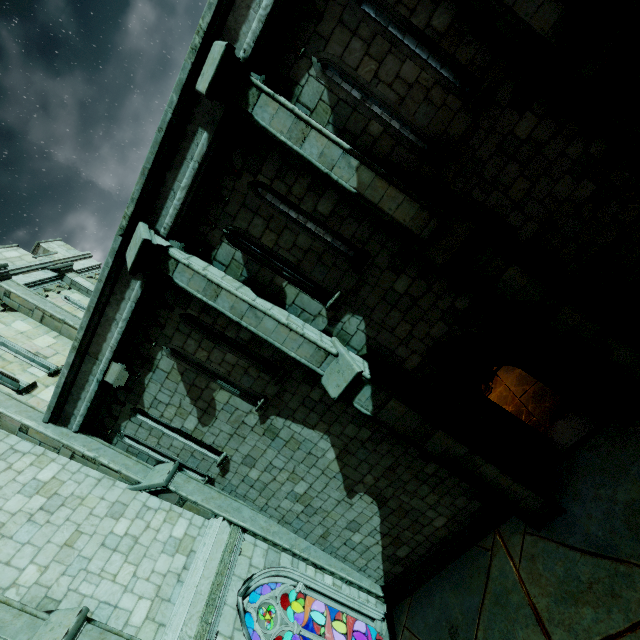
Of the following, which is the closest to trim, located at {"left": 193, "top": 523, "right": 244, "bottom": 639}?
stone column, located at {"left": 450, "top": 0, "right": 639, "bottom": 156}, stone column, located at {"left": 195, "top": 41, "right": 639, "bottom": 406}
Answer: stone column, located at {"left": 195, "top": 41, "right": 639, "bottom": 406}

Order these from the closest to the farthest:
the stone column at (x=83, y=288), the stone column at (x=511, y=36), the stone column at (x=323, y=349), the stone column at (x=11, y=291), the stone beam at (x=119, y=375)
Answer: the stone column at (x=511, y=36) < the stone column at (x=323, y=349) < the stone beam at (x=119, y=375) < the stone column at (x=11, y=291) < the stone column at (x=83, y=288)

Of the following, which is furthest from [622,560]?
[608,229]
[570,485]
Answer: [608,229]

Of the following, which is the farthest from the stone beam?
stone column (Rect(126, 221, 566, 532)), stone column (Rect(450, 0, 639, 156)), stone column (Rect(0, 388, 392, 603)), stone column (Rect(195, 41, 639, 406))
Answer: stone column (Rect(450, 0, 639, 156))

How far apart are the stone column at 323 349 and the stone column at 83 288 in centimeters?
727cm

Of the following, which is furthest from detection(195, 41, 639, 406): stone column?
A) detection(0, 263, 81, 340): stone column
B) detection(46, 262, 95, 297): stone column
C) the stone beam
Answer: detection(46, 262, 95, 297): stone column

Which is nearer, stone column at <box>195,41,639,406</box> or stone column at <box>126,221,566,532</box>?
stone column at <box>195,41,639,406</box>

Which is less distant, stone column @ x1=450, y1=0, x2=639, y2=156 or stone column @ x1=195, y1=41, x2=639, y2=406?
stone column @ x1=450, y1=0, x2=639, y2=156
